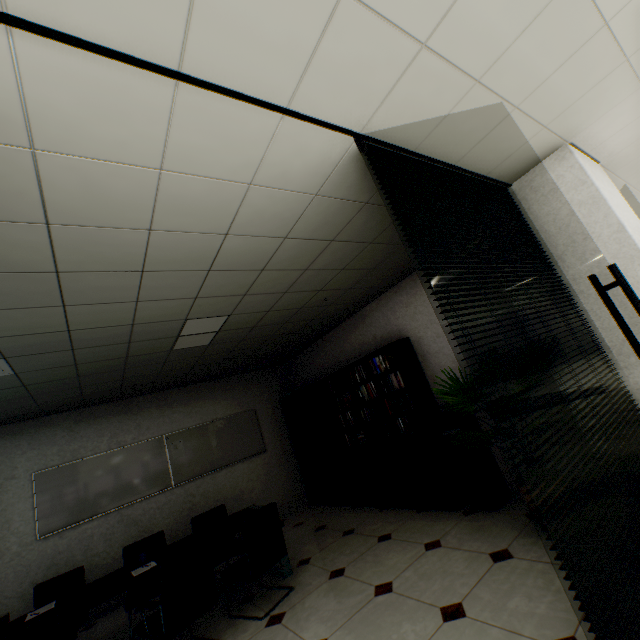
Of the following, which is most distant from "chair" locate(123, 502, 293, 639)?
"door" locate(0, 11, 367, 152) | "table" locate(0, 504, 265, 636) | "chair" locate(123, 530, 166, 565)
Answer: "door" locate(0, 11, 367, 152)

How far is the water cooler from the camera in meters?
3.6 m

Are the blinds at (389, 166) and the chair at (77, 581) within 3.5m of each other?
no

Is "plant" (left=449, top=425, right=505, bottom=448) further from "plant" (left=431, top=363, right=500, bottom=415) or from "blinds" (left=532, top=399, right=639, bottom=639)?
"blinds" (left=532, top=399, right=639, bottom=639)

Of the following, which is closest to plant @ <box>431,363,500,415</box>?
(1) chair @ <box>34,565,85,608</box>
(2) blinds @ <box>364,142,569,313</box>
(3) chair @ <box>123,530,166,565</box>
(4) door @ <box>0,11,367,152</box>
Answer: (2) blinds @ <box>364,142,569,313</box>

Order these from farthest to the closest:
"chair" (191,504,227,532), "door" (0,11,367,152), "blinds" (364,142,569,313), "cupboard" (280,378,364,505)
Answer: "cupboard" (280,378,364,505) < "chair" (191,504,227,532) < "blinds" (364,142,569,313) < "door" (0,11,367,152)

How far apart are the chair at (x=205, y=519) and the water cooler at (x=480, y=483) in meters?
3.3

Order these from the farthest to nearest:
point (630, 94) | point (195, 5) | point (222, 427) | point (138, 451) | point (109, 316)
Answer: point (222, 427)
point (138, 451)
point (109, 316)
point (630, 94)
point (195, 5)
